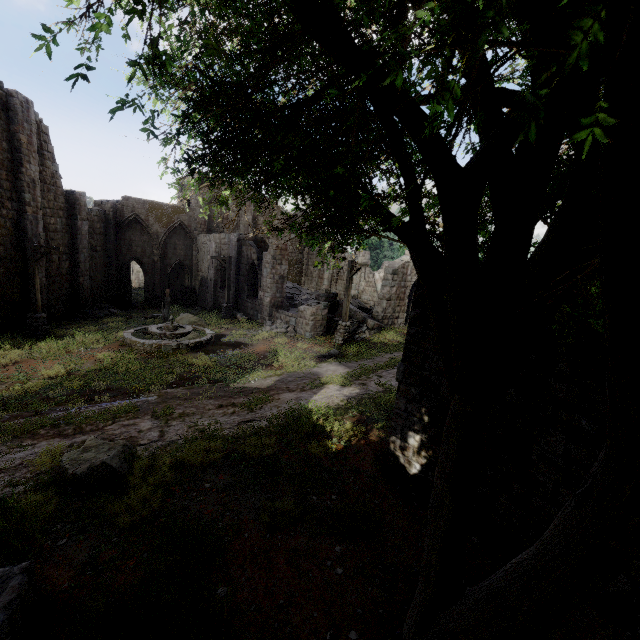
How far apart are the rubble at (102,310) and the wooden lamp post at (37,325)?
6.4m

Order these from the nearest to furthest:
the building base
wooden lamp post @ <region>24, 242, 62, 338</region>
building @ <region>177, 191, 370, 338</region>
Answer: the building base, wooden lamp post @ <region>24, 242, 62, 338</region>, building @ <region>177, 191, 370, 338</region>

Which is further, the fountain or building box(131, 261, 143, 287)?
building box(131, 261, 143, 287)

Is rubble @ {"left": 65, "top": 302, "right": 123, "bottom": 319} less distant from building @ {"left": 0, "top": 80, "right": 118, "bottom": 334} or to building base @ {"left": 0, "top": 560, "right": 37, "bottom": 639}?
building @ {"left": 0, "top": 80, "right": 118, "bottom": 334}

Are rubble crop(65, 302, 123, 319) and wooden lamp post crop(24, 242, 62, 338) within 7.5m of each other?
yes

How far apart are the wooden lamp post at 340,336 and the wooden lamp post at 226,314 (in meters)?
8.67

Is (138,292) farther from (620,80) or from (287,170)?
(620,80)

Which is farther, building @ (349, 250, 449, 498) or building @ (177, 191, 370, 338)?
building @ (177, 191, 370, 338)
